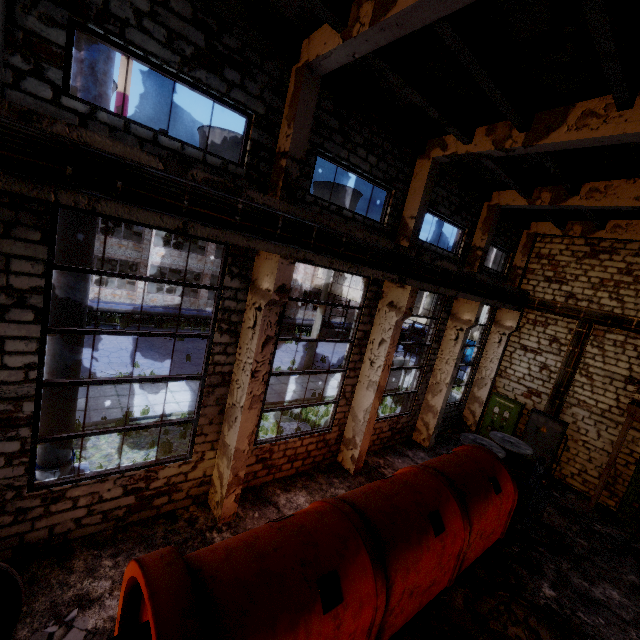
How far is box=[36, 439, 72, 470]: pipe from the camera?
6.60m

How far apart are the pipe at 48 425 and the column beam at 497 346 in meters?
16.1 m

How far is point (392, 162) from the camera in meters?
8.8

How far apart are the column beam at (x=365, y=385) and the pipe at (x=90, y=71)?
7.3m

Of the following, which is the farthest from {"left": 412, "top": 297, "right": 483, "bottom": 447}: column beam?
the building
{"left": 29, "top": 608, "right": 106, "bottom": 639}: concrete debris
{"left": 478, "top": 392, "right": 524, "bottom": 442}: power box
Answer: {"left": 29, "top": 608, "right": 106, "bottom": 639}: concrete debris

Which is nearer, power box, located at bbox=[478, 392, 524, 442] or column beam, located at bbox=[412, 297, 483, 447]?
column beam, located at bbox=[412, 297, 483, 447]

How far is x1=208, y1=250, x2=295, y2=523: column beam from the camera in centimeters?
663cm

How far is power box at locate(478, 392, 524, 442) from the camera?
14.7 meters
